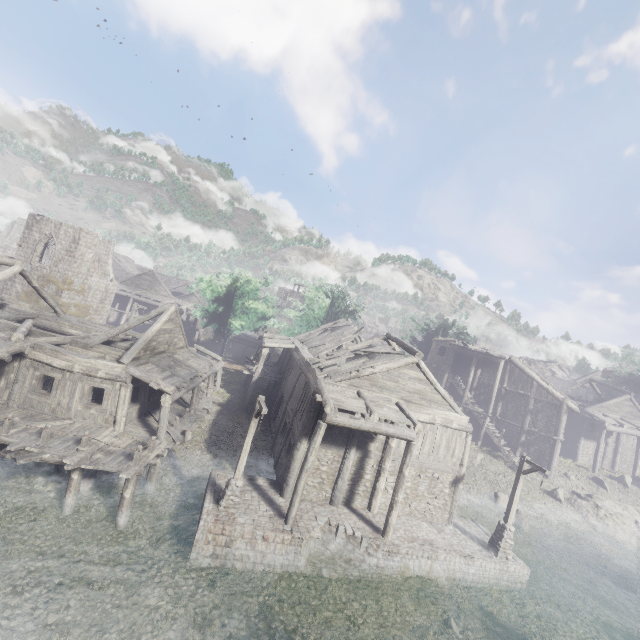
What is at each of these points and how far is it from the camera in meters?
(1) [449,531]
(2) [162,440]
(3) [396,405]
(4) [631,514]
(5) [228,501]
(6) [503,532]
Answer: (1) building base, 17.1
(2) building, 15.4
(3) building, 16.7
(4) rock, 24.7
(5) wooden lamp post, 13.2
(6) wooden lamp post, 16.2

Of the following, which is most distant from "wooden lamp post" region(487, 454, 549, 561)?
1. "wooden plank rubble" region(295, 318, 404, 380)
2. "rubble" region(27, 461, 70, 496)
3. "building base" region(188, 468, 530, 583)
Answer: "rubble" region(27, 461, 70, 496)

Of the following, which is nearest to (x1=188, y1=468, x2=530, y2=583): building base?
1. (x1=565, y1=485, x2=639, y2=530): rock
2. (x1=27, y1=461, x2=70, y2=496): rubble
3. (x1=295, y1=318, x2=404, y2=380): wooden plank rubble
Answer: (x1=27, y1=461, x2=70, y2=496): rubble

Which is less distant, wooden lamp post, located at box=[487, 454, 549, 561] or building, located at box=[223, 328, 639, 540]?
building, located at box=[223, 328, 639, 540]

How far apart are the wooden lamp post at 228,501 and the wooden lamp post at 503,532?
13.0 meters

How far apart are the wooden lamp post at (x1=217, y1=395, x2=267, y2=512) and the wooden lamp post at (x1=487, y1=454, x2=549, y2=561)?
13.00m

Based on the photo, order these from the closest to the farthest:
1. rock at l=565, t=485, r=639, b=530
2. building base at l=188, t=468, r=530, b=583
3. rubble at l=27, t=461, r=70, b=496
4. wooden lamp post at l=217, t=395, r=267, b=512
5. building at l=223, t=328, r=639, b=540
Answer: building base at l=188, t=468, r=530, b=583, wooden lamp post at l=217, t=395, r=267, b=512, rubble at l=27, t=461, r=70, b=496, building at l=223, t=328, r=639, b=540, rock at l=565, t=485, r=639, b=530

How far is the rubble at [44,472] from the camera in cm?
1373
